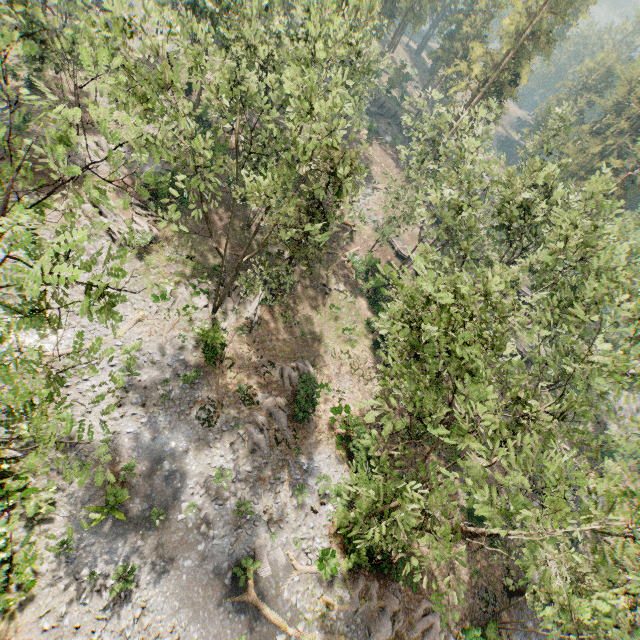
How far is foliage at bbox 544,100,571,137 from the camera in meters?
28.9

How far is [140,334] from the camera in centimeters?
2223cm

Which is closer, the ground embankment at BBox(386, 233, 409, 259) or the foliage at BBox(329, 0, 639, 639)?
the foliage at BBox(329, 0, 639, 639)

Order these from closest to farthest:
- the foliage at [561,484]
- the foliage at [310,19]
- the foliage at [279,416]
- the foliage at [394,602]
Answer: the foliage at [310,19] → the foliage at [561,484] → the foliage at [394,602] → the foliage at [279,416]

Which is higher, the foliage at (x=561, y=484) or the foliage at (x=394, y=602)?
the foliage at (x=561, y=484)

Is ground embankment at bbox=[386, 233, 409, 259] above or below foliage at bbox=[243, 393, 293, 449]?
above
